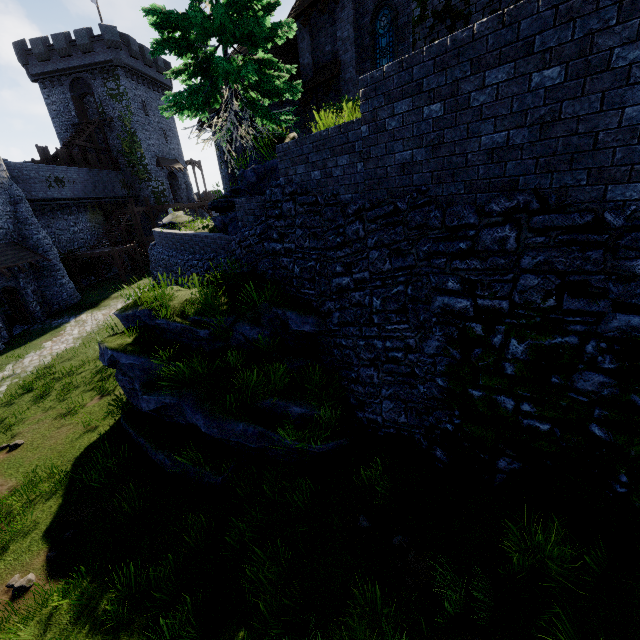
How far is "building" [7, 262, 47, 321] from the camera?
20.6m

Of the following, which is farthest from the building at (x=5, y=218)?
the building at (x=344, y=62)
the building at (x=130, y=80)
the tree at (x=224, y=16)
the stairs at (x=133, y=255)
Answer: the building at (x=130, y=80)

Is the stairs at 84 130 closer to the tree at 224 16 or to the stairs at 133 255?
the stairs at 133 255

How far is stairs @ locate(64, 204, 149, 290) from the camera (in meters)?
26.08

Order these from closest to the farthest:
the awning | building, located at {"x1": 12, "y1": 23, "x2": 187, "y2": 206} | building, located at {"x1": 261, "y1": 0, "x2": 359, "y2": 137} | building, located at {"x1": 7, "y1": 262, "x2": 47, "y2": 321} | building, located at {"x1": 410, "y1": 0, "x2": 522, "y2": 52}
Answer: building, located at {"x1": 410, "y1": 0, "x2": 522, "y2": 52}, building, located at {"x1": 261, "y1": 0, "x2": 359, "y2": 137}, the awning, building, located at {"x1": 7, "y1": 262, "x2": 47, "y2": 321}, building, located at {"x1": 12, "y1": 23, "x2": 187, "y2": 206}

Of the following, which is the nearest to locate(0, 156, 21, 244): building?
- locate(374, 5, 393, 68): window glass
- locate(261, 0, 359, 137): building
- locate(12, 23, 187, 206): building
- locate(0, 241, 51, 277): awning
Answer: locate(0, 241, 51, 277): awning

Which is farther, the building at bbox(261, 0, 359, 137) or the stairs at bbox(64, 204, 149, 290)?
the stairs at bbox(64, 204, 149, 290)

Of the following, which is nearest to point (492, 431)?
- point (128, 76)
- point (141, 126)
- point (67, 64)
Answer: point (141, 126)
